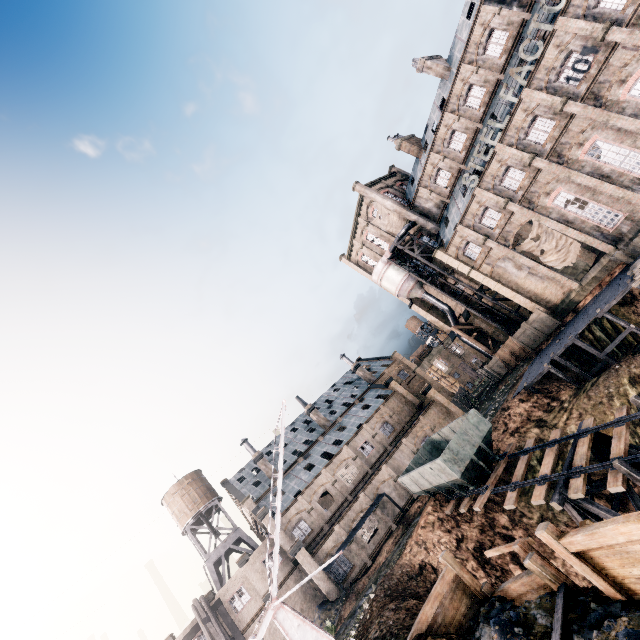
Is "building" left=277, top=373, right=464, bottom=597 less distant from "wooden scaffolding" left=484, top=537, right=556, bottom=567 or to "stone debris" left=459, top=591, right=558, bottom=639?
"stone debris" left=459, top=591, right=558, bottom=639

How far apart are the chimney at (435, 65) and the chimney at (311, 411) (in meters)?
48.43

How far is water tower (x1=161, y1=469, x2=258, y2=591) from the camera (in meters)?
45.53

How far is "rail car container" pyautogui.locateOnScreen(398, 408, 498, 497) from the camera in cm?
2134

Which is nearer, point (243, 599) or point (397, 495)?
point (243, 599)

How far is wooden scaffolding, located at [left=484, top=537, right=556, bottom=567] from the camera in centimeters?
1058cm

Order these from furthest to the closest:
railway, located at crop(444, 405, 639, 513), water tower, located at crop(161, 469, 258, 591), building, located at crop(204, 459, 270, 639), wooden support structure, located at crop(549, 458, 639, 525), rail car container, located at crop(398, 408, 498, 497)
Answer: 1. water tower, located at crop(161, 469, 258, 591)
2. building, located at crop(204, 459, 270, 639)
3. rail car container, located at crop(398, 408, 498, 497)
4. railway, located at crop(444, 405, 639, 513)
5. wooden support structure, located at crop(549, 458, 639, 525)

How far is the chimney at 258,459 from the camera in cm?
4700
